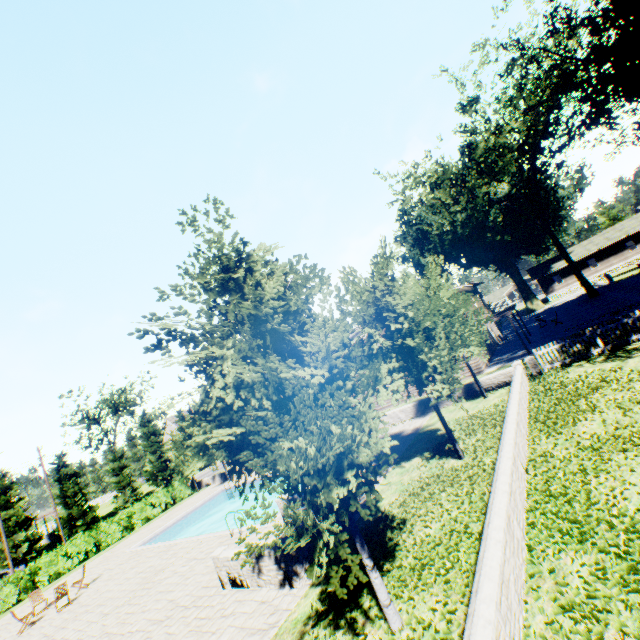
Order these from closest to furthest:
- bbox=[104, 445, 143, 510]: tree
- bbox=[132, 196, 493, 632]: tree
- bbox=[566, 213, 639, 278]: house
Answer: bbox=[132, 196, 493, 632]: tree < bbox=[104, 445, 143, 510]: tree < bbox=[566, 213, 639, 278]: house

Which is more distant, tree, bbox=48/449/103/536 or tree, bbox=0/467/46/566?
tree, bbox=48/449/103/536

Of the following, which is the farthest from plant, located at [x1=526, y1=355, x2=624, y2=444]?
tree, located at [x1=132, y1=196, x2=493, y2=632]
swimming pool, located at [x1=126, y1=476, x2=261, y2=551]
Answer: swimming pool, located at [x1=126, y1=476, x2=261, y2=551]

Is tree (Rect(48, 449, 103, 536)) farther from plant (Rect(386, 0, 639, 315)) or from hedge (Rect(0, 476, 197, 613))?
hedge (Rect(0, 476, 197, 613))

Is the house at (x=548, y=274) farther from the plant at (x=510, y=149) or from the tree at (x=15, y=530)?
the tree at (x=15, y=530)

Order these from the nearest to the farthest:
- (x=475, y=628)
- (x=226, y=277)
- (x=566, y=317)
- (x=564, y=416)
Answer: (x=475, y=628), (x=226, y=277), (x=564, y=416), (x=566, y=317)

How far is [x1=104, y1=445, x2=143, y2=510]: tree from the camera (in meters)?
42.59

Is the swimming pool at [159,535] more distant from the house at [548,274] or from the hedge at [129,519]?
the house at [548,274]
